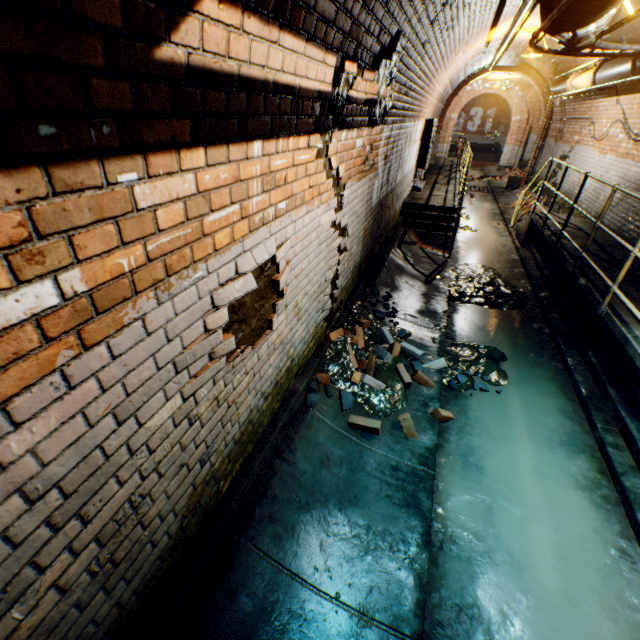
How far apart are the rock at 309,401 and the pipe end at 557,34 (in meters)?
3.64

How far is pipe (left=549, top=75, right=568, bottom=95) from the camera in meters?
9.0

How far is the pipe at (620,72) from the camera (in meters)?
5.53

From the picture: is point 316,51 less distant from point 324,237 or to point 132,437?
point 324,237

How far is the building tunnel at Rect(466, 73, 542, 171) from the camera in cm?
1513

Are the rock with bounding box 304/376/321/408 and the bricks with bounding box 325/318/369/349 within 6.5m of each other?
yes

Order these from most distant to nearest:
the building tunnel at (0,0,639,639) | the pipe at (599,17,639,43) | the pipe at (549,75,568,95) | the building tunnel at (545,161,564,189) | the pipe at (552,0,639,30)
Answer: the building tunnel at (545,161,564,189), the pipe at (549,75,568,95), the pipe at (599,17,639,43), the pipe at (552,0,639,30), the building tunnel at (0,0,639,639)

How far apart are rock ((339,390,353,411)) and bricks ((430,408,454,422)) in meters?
0.9
